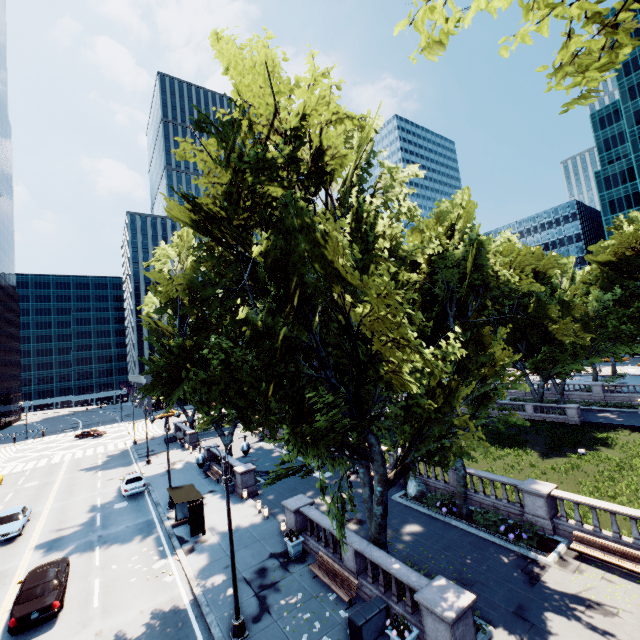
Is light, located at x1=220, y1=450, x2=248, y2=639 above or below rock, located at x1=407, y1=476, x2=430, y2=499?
below

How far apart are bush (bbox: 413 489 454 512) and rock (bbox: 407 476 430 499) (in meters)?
0.01

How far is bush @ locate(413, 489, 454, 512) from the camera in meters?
20.1 m

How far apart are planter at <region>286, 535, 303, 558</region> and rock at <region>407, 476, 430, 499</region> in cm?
841

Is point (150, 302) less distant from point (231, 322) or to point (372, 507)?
point (231, 322)

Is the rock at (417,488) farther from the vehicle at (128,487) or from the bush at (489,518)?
the vehicle at (128,487)

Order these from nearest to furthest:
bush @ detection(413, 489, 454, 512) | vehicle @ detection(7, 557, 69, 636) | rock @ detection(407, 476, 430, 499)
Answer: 1. vehicle @ detection(7, 557, 69, 636)
2. bush @ detection(413, 489, 454, 512)
3. rock @ detection(407, 476, 430, 499)

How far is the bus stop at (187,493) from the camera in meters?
20.2 m
